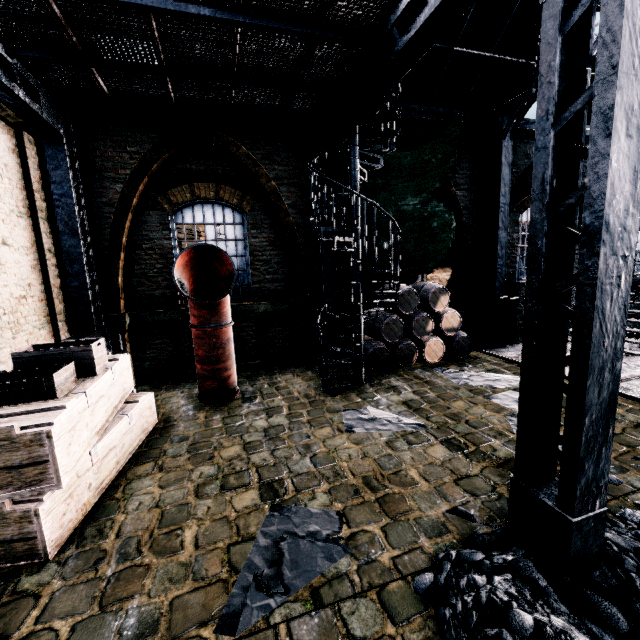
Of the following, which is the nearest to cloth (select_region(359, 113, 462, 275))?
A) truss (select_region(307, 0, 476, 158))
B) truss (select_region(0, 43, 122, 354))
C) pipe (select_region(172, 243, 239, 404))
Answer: truss (select_region(307, 0, 476, 158))

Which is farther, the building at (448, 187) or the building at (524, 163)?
the building at (524, 163)

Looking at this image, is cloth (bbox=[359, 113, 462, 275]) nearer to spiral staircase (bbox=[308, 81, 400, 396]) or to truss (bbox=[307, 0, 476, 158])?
truss (bbox=[307, 0, 476, 158])

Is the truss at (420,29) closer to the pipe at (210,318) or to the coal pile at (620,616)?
the coal pile at (620,616)

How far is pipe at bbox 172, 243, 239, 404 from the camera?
6.6 meters

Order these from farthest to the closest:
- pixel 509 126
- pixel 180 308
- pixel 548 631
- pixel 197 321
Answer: pixel 509 126 < pixel 180 308 < pixel 197 321 < pixel 548 631

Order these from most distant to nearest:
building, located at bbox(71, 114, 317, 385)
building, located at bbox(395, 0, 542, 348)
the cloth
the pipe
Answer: the cloth < building, located at bbox(395, 0, 542, 348) < building, located at bbox(71, 114, 317, 385) < the pipe

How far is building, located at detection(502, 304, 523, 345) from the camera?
12.4 meters
